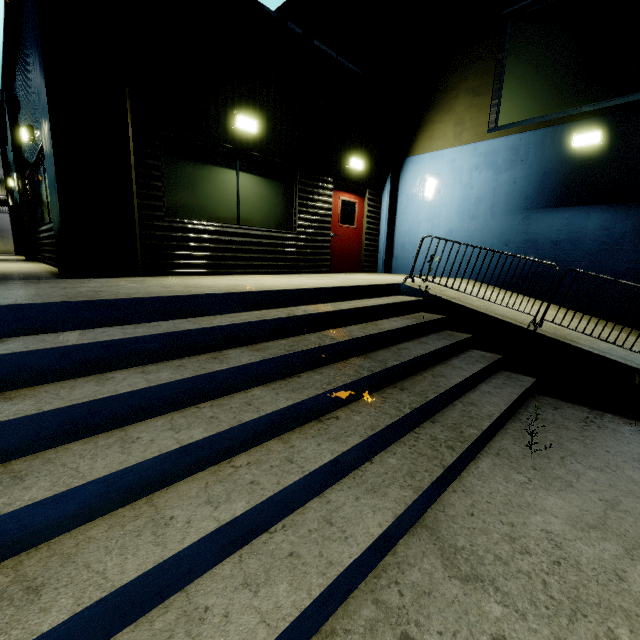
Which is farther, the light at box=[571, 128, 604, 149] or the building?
the light at box=[571, 128, 604, 149]

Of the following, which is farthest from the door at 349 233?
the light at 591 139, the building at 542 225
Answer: the light at 591 139

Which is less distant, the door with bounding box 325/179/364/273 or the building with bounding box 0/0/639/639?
the building with bounding box 0/0/639/639

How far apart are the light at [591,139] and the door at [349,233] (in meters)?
4.81

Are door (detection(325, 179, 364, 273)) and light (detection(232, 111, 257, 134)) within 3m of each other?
yes

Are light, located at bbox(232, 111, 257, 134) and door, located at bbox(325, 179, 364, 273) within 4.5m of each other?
yes

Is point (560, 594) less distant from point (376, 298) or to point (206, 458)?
point (206, 458)

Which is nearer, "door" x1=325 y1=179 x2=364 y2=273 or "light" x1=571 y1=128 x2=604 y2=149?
"light" x1=571 y1=128 x2=604 y2=149
